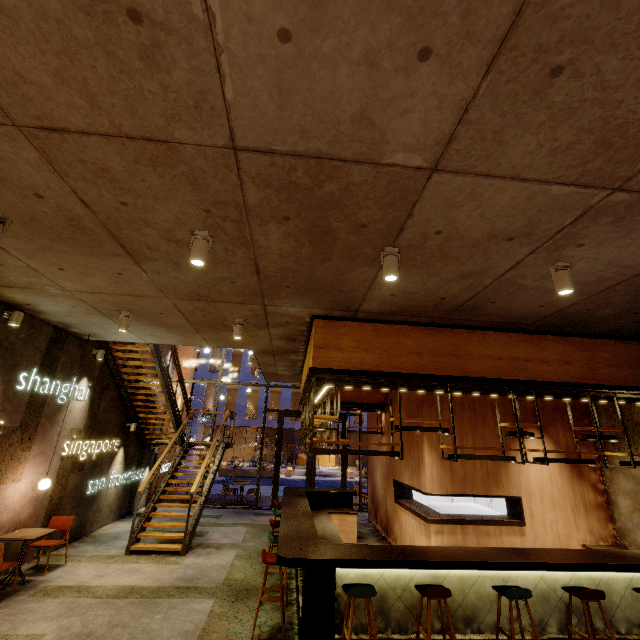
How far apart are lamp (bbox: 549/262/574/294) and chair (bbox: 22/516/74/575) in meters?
9.5

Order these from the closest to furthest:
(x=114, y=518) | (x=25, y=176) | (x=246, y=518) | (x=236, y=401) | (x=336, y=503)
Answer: (x=25, y=176) → (x=336, y=503) → (x=114, y=518) → (x=246, y=518) → (x=236, y=401)

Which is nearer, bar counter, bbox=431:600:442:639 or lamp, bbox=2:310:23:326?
bar counter, bbox=431:600:442:639

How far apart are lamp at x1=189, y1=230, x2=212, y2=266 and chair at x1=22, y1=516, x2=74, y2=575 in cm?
696

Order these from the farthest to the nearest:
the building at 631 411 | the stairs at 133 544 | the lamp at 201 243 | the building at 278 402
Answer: the building at 278 402, the stairs at 133 544, the building at 631 411, the lamp at 201 243

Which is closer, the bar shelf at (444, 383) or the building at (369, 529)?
the bar shelf at (444, 383)

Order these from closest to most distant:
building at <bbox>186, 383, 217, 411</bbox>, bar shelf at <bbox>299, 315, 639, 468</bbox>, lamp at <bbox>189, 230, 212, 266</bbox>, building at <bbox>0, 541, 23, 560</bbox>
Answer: lamp at <bbox>189, 230, 212, 266</bbox>, bar shelf at <bbox>299, 315, 639, 468</bbox>, building at <bbox>0, 541, 23, 560</bbox>, building at <bbox>186, 383, 217, 411</bbox>

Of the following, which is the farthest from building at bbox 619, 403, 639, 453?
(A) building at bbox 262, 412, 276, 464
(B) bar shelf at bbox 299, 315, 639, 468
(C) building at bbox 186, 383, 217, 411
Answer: (A) building at bbox 262, 412, 276, 464
